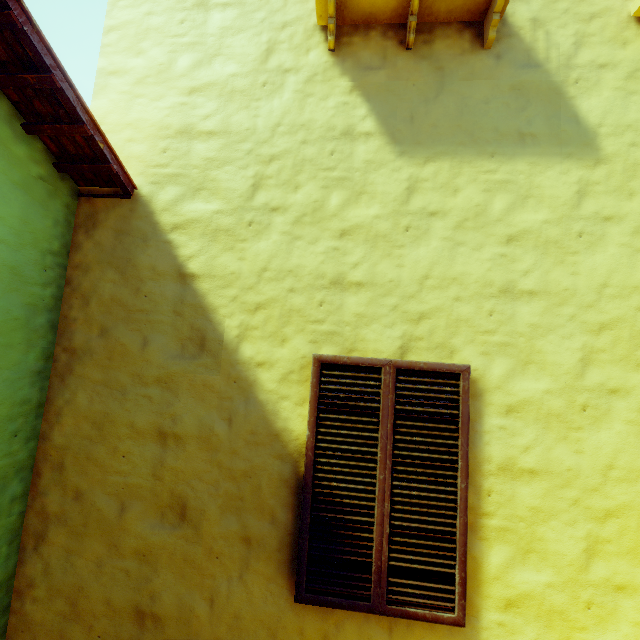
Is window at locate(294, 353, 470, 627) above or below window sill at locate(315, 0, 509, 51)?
below

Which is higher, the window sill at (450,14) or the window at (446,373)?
the window sill at (450,14)

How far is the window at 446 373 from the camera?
2.12m

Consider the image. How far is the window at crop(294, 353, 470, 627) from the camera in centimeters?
212cm

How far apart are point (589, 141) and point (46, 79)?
3.8 meters
